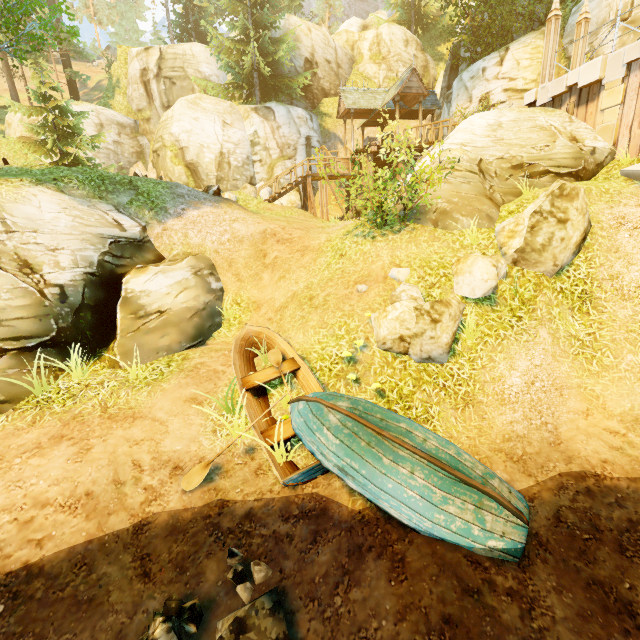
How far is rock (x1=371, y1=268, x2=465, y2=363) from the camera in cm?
636

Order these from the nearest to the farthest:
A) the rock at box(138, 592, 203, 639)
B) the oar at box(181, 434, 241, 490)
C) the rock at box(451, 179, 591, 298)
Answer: the rock at box(138, 592, 203, 639), the oar at box(181, 434, 241, 490), the rock at box(451, 179, 591, 298)

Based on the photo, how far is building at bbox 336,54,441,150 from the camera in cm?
1970

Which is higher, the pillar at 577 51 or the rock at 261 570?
the pillar at 577 51

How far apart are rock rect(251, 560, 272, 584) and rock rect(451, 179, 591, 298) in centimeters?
763cm

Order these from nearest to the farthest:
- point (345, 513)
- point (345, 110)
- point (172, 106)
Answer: point (345, 513), point (345, 110), point (172, 106)

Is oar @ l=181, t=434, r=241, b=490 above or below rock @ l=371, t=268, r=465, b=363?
below

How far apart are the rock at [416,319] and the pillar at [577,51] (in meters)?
11.95
